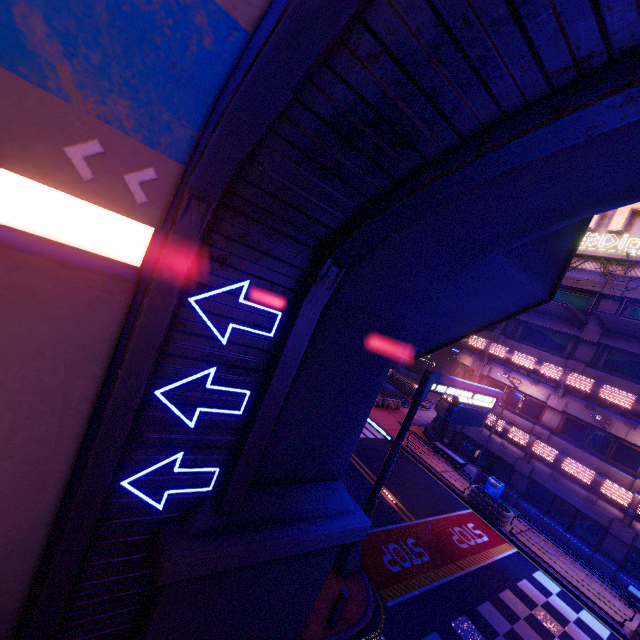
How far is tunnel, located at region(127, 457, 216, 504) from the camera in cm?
477

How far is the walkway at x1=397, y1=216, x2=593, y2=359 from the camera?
8.0 meters

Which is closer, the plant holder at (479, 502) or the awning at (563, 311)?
the plant holder at (479, 502)

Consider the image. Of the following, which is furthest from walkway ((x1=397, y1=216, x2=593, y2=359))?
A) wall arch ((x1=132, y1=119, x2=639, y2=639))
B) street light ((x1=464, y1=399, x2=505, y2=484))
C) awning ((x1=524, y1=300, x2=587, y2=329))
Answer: street light ((x1=464, y1=399, x2=505, y2=484))

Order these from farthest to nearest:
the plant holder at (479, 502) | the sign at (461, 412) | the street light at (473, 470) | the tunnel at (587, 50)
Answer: the street light at (473, 470) → the plant holder at (479, 502) → the sign at (461, 412) → the tunnel at (587, 50)

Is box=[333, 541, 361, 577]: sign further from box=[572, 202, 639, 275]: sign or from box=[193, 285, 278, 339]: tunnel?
box=[572, 202, 639, 275]: sign

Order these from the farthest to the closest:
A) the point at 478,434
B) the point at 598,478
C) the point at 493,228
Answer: the point at 478,434
the point at 598,478
the point at 493,228

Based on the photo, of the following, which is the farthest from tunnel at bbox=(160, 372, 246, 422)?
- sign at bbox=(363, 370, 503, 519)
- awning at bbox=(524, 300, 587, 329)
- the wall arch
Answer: awning at bbox=(524, 300, 587, 329)
